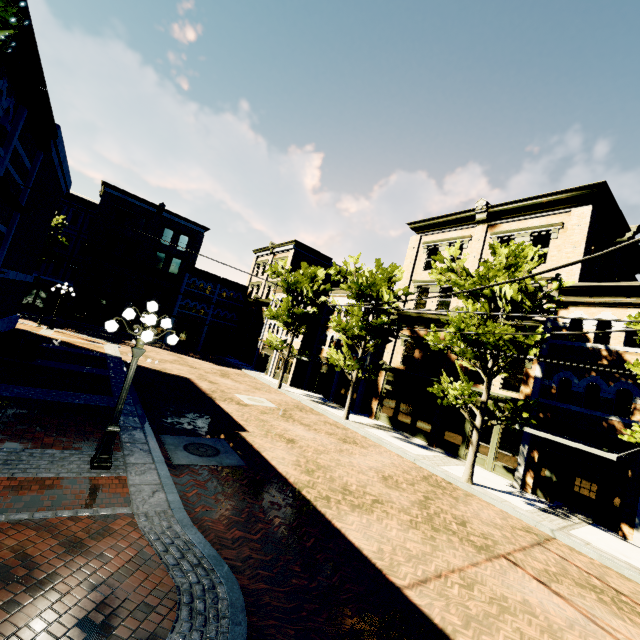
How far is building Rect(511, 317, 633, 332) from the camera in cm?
1356

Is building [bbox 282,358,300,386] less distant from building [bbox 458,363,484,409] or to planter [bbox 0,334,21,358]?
building [bbox 458,363,484,409]

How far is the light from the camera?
6.76m

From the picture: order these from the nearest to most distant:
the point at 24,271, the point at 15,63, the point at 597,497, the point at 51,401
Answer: the point at 15,63 < the point at 51,401 < the point at 597,497 < the point at 24,271

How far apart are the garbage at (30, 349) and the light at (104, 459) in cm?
946

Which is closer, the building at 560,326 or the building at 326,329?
the building at 560,326

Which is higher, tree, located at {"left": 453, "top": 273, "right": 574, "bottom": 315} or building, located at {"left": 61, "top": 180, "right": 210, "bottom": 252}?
building, located at {"left": 61, "top": 180, "right": 210, "bottom": 252}

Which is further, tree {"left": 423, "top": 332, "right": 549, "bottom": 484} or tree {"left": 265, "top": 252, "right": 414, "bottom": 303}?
tree {"left": 265, "top": 252, "right": 414, "bottom": 303}
